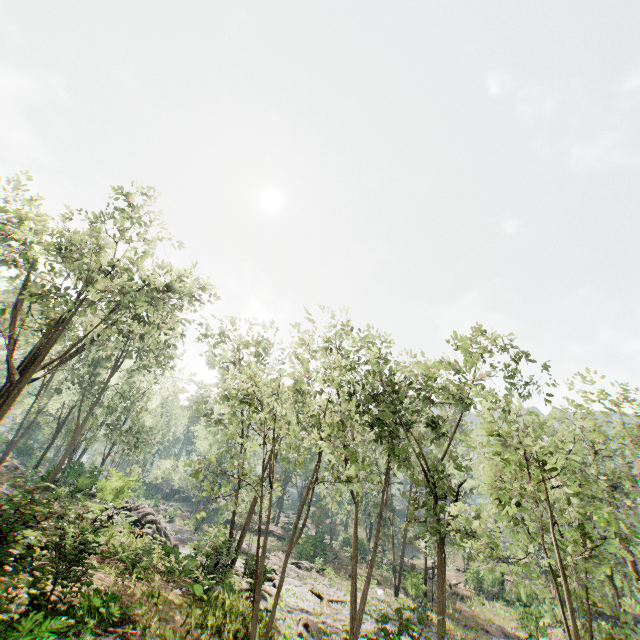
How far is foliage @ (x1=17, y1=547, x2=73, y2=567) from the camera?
8.1 meters

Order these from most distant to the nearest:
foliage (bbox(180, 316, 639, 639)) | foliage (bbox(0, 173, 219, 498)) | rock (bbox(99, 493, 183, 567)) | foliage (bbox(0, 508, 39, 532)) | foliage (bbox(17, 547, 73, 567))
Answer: foliage (bbox(0, 173, 219, 498))
rock (bbox(99, 493, 183, 567))
foliage (bbox(17, 547, 73, 567))
foliage (bbox(0, 508, 39, 532))
foliage (bbox(180, 316, 639, 639))

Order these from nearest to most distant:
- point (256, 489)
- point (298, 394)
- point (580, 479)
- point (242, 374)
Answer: point (298, 394), point (580, 479), point (242, 374), point (256, 489)

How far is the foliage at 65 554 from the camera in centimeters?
805cm

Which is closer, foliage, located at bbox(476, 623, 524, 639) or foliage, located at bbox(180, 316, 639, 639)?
foliage, located at bbox(180, 316, 639, 639)

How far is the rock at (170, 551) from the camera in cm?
1661

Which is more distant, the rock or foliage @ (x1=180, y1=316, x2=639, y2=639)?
the rock
